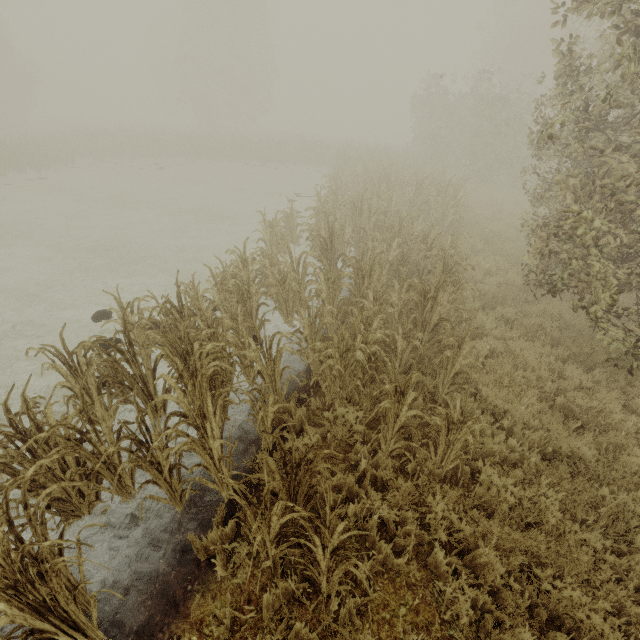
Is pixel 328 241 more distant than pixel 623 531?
Yes
